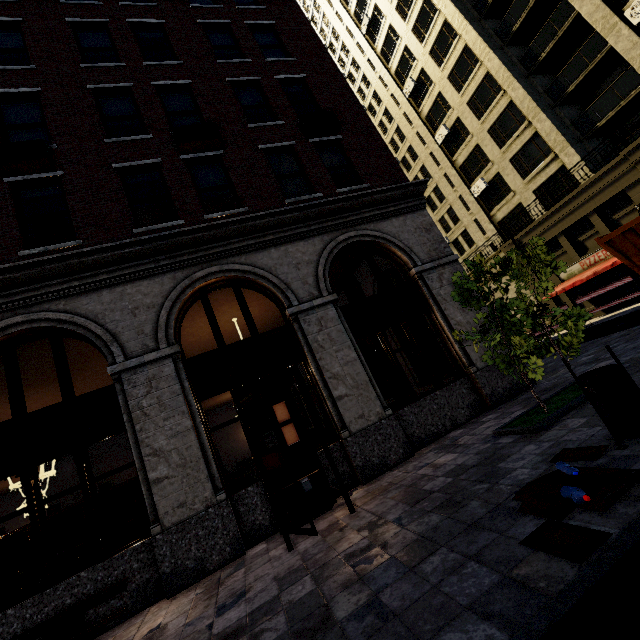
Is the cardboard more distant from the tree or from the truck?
the truck

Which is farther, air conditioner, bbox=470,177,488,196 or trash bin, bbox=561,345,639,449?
air conditioner, bbox=470,177,488,196

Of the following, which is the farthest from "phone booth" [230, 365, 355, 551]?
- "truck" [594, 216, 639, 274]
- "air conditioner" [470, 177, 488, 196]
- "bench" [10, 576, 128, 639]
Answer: "air conditioner" [470, 177, 488, 196]

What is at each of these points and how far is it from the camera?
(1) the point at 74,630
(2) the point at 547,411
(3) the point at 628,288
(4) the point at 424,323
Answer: (1) bench, 4.7m
(2) tree, 5.8m
(3) building, 17.9m
(4) building, 10.1m

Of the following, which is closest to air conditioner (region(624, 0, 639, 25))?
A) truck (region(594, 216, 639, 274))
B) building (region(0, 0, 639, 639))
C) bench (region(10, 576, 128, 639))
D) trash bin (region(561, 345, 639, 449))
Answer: building (region(0, 0, 639, 639))

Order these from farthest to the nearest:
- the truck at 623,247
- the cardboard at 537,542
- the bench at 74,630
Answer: Result:
1. the truck at 623,247
2. the bench at 74,630
3. the cardboard at 537,542

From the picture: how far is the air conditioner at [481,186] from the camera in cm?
2578

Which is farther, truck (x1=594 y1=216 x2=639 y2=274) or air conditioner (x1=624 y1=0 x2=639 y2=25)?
air conditioner (x1=624 y1=0 x2=639 y2=25)
